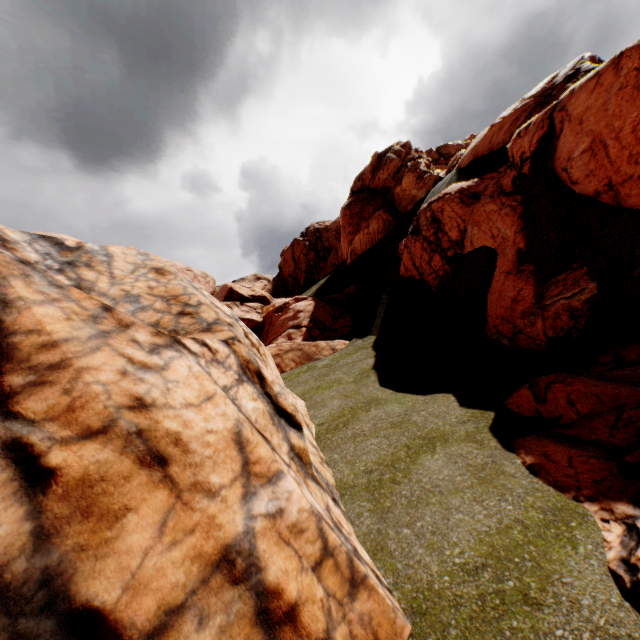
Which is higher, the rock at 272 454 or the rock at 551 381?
the rock at 272 454

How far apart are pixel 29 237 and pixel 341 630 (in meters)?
8.80

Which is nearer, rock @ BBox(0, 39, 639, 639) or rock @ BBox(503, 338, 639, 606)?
rock @ BBox(0, 39, 639, 639)

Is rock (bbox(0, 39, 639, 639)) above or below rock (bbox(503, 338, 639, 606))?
above

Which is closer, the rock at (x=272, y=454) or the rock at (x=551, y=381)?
the rock at (x=272, y=454)
